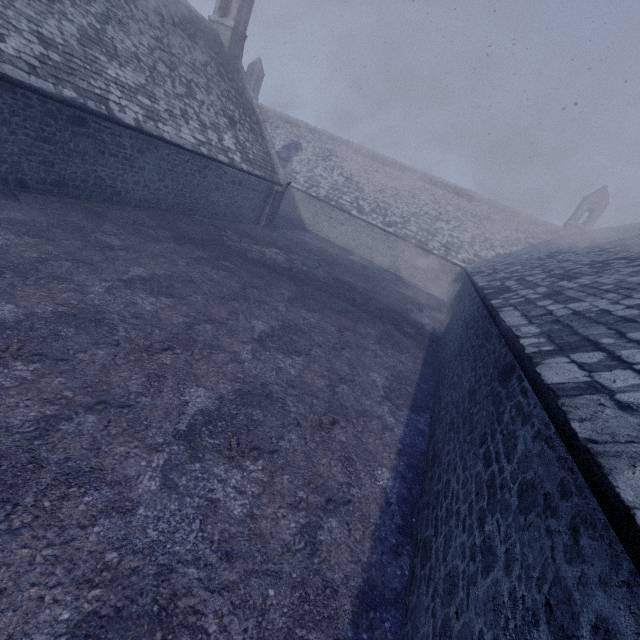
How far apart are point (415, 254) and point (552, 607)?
26.88m
